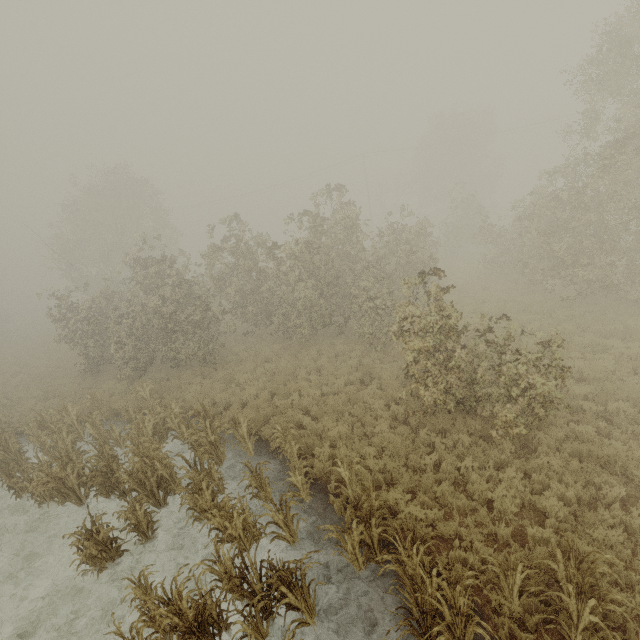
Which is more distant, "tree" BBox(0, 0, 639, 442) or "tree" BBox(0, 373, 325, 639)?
"tree" BBox(0, 0, 639, 442)

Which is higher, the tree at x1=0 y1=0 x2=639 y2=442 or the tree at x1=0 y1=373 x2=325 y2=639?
the tree at x1=0 y1=0 x2=639 y2=442

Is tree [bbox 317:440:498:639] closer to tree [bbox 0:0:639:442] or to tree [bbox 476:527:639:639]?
tree [bbox 476:527:639:639]

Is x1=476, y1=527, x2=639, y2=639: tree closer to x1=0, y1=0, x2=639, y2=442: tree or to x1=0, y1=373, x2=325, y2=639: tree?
x1=0, y1=373, x2=325, y2=639: tree

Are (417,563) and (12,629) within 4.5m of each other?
no

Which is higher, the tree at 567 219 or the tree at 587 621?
the tree at 567 219

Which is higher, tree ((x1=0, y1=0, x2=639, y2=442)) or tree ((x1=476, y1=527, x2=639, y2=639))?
tree ((x1=0, y1=0, x2=639, y2=442))

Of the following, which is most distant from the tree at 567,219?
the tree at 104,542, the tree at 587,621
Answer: the tree at 587,621
